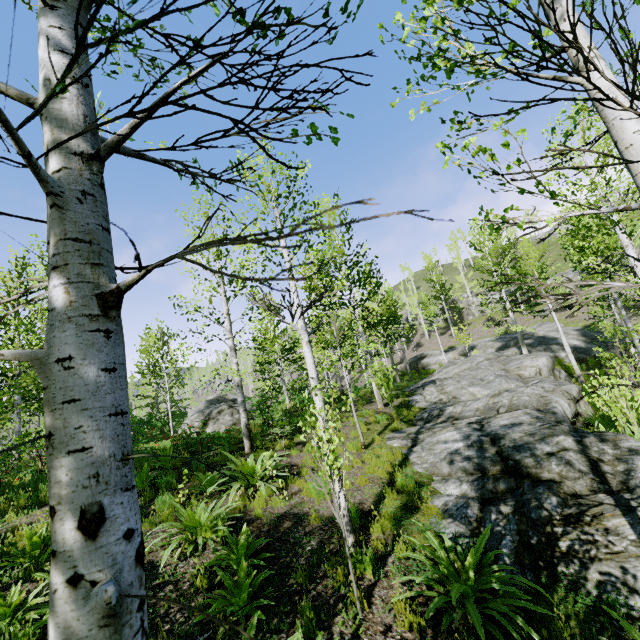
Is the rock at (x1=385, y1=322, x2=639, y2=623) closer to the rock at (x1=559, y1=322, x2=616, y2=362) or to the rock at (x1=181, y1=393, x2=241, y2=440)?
the rock at (x1=559, y1=322, x2=616, y2=362)

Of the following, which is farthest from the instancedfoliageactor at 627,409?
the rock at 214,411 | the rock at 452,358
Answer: the rock at 214,411

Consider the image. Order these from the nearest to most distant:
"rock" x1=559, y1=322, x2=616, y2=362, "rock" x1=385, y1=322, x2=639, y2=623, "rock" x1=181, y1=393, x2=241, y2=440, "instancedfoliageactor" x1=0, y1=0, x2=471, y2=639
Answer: "instancedfoliageactor" x1=0, y1=0, x2=471, y2=639 < "rock" x1=385, y1=322, x2=639, y2=623 < "rock" x1=181, y1=393, x2=241, y2=440 < "rock" x1=559, y1=322, x2=616, y2=362

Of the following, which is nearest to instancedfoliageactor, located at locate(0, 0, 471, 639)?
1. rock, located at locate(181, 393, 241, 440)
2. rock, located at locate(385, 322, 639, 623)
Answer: rock, located at locate(385, 322, 639, 623)

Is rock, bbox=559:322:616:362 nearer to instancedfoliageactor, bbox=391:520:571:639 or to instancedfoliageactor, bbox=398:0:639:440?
instancedfoliageactor, bbox=398:0:639:440

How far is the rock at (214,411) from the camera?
15.0 meters

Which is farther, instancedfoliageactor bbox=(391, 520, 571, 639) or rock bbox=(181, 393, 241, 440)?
rock bbox=(181, 393, 241, 440)

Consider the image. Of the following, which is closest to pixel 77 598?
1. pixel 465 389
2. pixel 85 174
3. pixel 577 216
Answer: pixel 85 174
